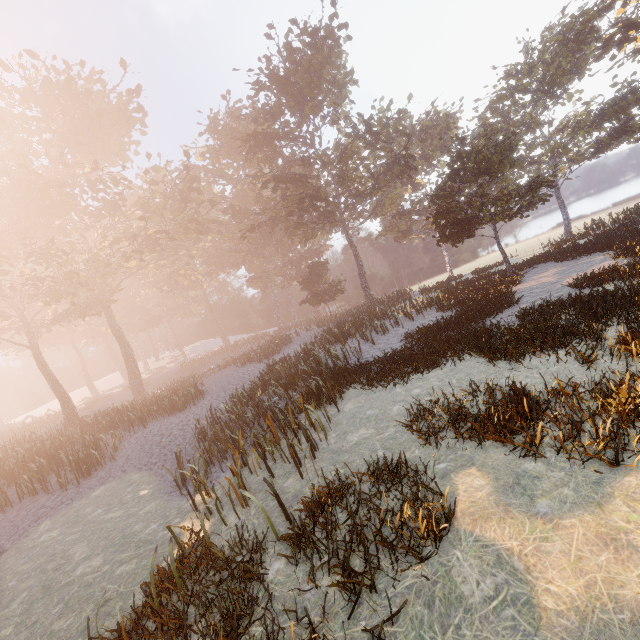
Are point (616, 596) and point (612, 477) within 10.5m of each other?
yes
